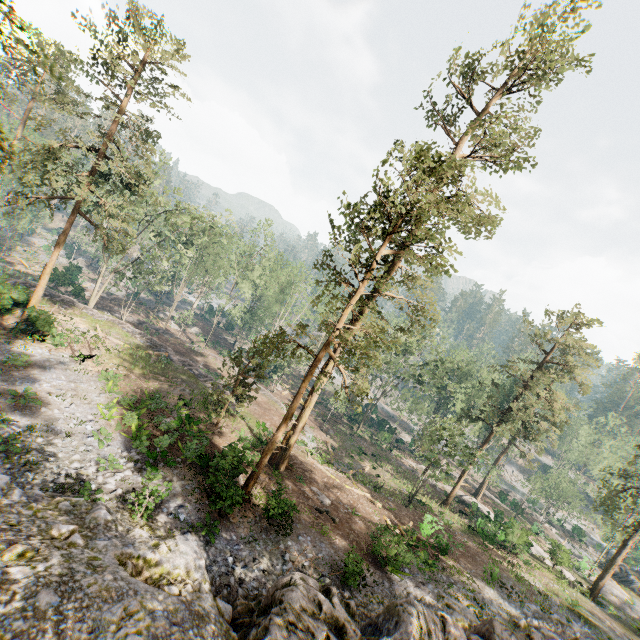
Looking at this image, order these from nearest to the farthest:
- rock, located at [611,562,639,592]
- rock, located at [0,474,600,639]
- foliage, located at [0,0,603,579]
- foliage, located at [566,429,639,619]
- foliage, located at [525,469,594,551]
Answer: rock, located at [0,474,600,639]
foliage, located at [0,0,603,579]
foliage, located at [566,429,639,619]
rock, located at [611,562,639,592]
foliage, located at [525,469,594,551]

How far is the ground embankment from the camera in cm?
3122

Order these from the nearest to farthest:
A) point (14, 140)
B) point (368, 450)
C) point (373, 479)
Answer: point (14, 140) < point (373, 479) < point (368, 450)

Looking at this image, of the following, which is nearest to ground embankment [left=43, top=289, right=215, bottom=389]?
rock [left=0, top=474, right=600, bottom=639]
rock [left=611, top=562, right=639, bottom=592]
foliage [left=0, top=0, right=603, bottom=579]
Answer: foliage [left=0, top=0, right=603, bottom=579]

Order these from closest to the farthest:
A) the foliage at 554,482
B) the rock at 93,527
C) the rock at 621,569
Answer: the rock at 93,527 → the rock at 621,569 → the foliage at 554,482

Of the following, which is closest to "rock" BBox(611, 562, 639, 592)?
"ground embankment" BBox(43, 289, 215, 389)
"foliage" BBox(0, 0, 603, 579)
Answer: "foliage" BBox(0, 0, 603, 579)

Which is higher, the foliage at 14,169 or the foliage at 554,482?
the foliage at 14,169

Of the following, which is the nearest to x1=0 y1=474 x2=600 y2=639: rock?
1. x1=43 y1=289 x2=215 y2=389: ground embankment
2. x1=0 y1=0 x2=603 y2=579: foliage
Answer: x1=0 y1=0 x2=603 y2=579: foliage
